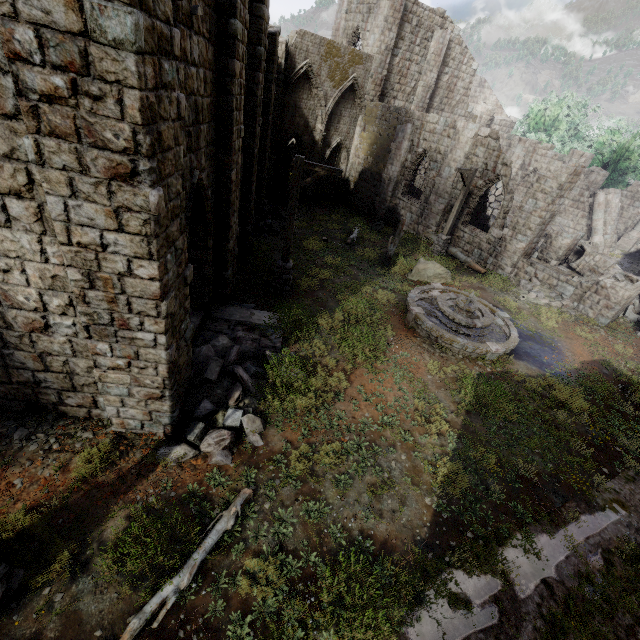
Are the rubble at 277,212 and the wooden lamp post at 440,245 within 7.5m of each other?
no

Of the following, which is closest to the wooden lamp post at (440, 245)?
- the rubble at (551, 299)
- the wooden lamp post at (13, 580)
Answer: the rubble at (551, 299)

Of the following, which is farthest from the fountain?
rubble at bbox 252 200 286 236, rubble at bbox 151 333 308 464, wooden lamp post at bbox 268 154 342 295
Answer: rubble at bbox 252 200 286 236

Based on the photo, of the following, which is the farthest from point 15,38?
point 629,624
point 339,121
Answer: point 339,121

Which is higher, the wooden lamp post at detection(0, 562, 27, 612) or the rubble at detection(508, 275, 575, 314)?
the rubble at detection(508, 275, 575, 314)

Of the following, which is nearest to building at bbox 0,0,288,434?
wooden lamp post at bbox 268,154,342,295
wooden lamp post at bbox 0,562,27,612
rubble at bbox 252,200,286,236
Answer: rubble at bbox 252,200,286,236

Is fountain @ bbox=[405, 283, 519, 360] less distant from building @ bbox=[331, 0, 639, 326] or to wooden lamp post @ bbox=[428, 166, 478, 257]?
wooden lamp post @ bbox=[428, 166, 478, 257]

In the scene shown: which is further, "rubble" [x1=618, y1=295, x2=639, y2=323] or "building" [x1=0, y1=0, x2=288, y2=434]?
"rubble" [x1=618, y1=295, x2=639, y2=323]
